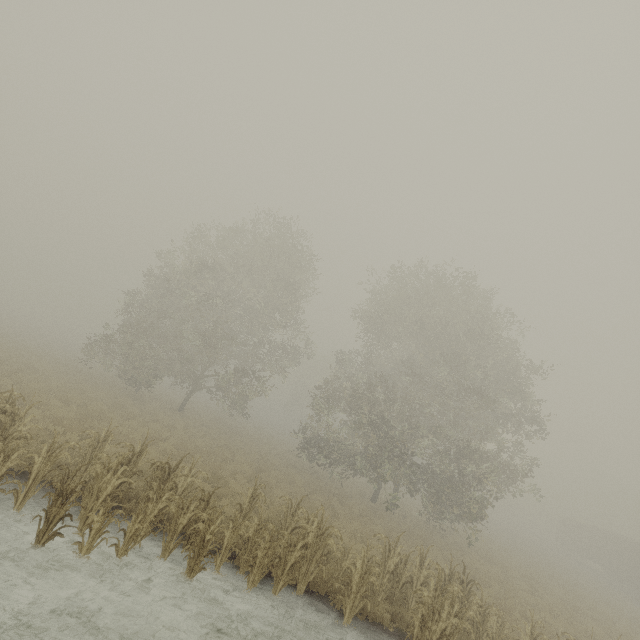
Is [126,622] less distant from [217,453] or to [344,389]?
[217,453]

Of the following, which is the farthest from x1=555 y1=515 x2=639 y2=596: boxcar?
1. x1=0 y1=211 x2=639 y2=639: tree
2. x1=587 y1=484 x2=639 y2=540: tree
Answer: x1=0 y1=211 x2=639 y2=639: tree

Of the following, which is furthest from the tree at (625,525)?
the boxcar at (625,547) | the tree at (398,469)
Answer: the tree at (398,469)

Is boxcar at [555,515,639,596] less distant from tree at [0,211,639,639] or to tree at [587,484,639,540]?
tree at [587,484,639,540]

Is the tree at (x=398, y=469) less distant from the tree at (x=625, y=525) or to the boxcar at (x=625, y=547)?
the tree at (x=625, y=525)
